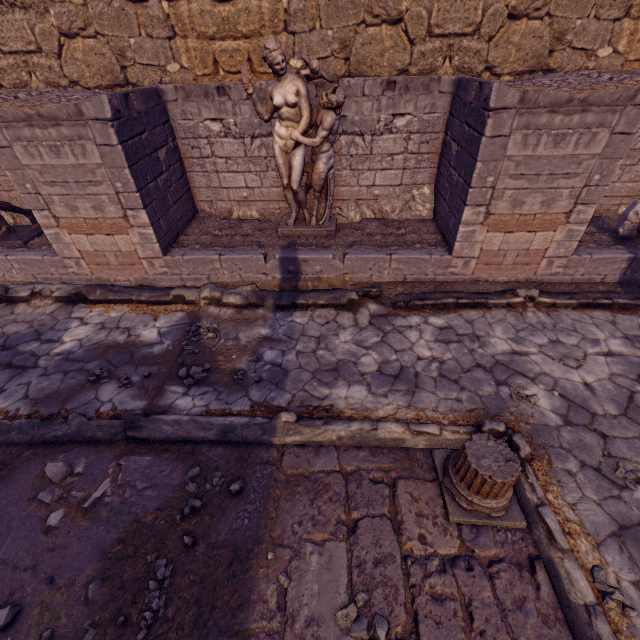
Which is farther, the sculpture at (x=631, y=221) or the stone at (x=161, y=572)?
the sculpture at (x=631, y=221)

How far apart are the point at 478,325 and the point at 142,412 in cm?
472

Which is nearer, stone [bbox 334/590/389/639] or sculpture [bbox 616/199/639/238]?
stone [bbox 334/590/389/639]

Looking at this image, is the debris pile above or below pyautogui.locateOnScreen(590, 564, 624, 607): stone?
above

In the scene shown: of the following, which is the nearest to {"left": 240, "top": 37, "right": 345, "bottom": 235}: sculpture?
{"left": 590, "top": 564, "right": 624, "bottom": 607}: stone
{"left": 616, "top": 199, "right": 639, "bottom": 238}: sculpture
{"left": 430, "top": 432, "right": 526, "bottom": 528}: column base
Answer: {"left": 430, "top": 432, "right": 526, "bottom": 528}: column base

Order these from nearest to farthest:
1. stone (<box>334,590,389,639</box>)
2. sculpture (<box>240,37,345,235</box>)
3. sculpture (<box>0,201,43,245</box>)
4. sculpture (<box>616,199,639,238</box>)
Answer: stone (<box>334,590,389,639</box>), sculpture (<box>240,37,345,235</box>), sculpture (<box>616,199,639,238</box>), sculpture (<box>0,201,43,245</box>)

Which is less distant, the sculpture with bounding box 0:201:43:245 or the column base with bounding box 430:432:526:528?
the column base with bounding box 430:432:526:528

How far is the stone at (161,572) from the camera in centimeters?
249cm
